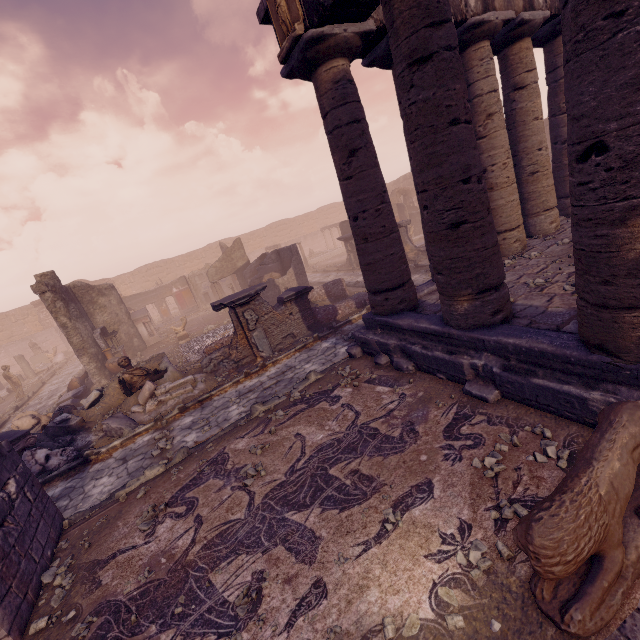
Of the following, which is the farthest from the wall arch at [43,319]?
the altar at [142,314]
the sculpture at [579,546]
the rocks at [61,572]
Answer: the sculpture at [579,546]

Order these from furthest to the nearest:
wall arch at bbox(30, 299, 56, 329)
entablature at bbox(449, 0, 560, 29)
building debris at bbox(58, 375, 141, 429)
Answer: wall arch at bbox(30, 299, 56, 329)
building debris at bbox(58, 375, 141, 429)
entablature at bbox(449, 0, 560, 29)

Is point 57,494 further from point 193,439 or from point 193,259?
point 193,259

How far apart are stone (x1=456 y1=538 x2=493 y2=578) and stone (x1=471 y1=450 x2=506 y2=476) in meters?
0.8

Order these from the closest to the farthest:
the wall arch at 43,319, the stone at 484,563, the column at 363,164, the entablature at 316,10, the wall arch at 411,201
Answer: the stone at 484,563 → the entablature at 316,10 → the column at 363,164 → the wall arch at 411,201 → the wall arch at 43,319

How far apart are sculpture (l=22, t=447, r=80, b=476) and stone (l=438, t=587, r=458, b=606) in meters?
8.9

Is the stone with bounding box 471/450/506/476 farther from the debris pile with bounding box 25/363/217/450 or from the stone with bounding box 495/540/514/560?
the debris pile with bounding box 25/363/217/450

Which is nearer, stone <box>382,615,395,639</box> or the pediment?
stone <box>382,615,395,639</box>
